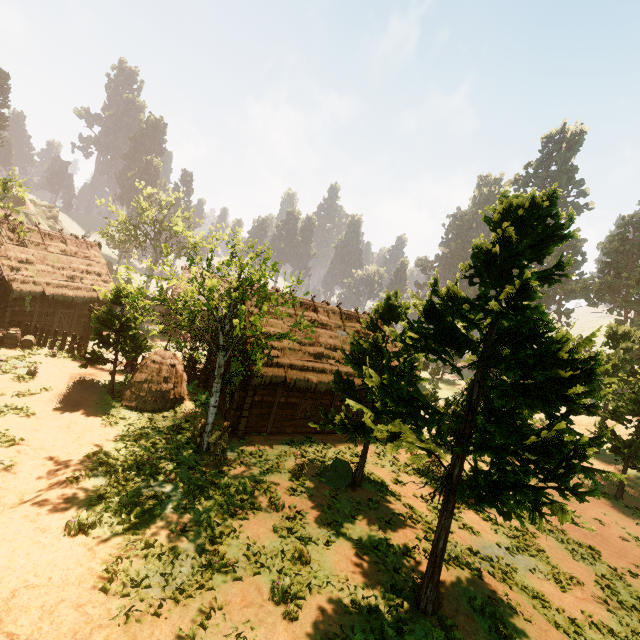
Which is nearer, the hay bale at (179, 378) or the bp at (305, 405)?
the hay bale at (179, 378)

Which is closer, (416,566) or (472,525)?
(416,566)

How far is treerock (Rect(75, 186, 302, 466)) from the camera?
11.77m

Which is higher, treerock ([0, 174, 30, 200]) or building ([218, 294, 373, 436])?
treerock ([0, 174, 30, 200])

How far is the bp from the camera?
18.9m

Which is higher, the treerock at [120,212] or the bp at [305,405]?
the treerock at [120,212]

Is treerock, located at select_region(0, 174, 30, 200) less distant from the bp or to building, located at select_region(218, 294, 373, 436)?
building, located at select_region(218, 294, 373, 436)

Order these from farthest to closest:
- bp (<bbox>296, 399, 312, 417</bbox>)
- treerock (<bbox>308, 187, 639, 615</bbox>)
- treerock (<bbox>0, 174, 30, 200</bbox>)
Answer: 1. treerock (<bbox>0, 174, 30, 200</bbox>)
2. bp (<bbox>296, 399, 312, 417</bbox>)
3. treerock (<bbox>308, 187, 639, 615</bbox>)
